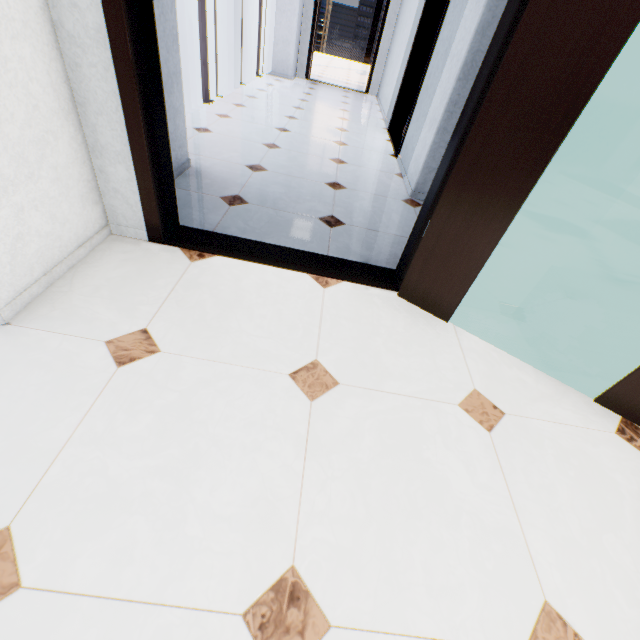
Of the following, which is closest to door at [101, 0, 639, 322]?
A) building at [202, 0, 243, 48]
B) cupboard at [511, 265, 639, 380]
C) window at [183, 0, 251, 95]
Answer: cupboard at [511, 265, 639, 380]

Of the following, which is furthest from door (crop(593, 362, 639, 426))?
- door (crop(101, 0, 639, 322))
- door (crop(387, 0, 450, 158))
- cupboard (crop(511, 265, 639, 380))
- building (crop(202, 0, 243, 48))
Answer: building (crop(202, 0, 243, 48))

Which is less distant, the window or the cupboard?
the cupboard

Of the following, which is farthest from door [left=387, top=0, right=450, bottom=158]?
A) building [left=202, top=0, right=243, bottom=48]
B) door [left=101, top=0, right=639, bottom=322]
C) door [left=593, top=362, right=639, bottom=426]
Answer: building [left=202, top=0, right=243, bottom=48]

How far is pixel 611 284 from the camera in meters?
1.7 m

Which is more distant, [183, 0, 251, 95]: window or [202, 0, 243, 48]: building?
[202, 0, 243, 48]: building

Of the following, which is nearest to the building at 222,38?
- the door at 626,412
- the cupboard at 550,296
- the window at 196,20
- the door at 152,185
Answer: the window at 196,20

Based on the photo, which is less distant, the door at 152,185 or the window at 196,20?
the door at 152,185
